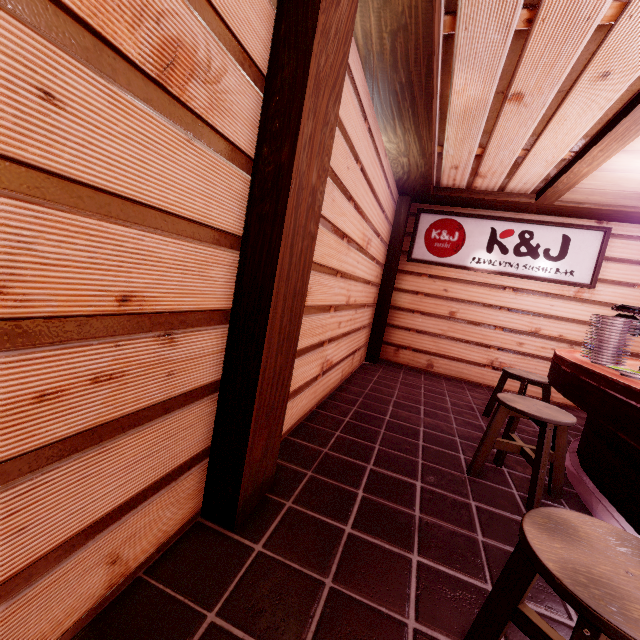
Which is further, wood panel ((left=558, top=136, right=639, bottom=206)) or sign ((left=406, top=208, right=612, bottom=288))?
sign ((left=406, top=208, right=612, bottom=288))

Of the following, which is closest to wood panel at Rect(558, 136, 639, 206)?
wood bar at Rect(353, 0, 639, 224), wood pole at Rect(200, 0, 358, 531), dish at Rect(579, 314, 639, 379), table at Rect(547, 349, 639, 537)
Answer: wood bar at Rect(353, 0, 639, 224)

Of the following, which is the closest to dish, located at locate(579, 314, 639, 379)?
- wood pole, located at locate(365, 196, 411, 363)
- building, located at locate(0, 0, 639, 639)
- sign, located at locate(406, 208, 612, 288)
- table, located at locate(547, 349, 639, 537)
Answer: table, located at locate(547, 349, 639, 537)

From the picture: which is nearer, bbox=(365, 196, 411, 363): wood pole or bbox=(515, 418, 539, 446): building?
bbox=(515, 418, 539, 446): building

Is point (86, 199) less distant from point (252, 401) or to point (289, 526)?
point (252, 401)

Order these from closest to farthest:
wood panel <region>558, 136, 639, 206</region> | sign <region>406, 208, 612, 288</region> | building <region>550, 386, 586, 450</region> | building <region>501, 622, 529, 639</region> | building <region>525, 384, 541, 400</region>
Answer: building <region>501, 622, 529, 639</region> < wood panel <region>558, 136, 639, 206</region> < building <region>550, 386, 586, 450</region> < sign <region>406, 208, 612, 288</region> < building <region>525, 384, 541, 400</region>

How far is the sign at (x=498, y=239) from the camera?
8.73m

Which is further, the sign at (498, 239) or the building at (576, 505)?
the sign at (498, 239)
